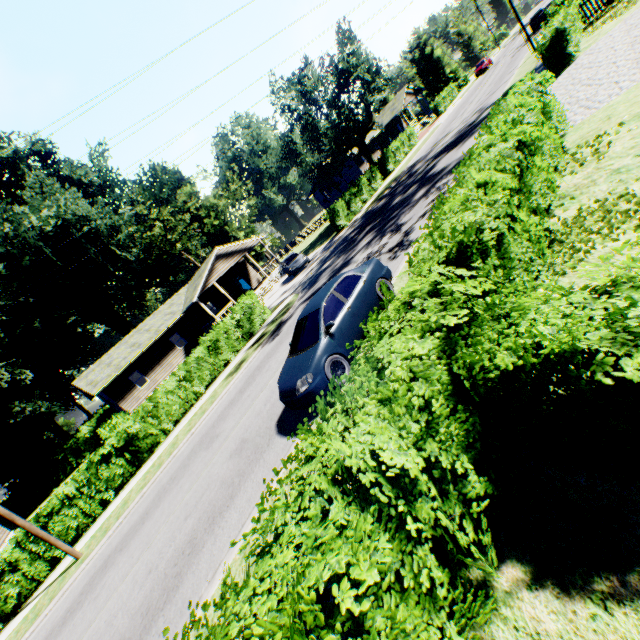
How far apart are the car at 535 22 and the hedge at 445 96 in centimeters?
1064cm

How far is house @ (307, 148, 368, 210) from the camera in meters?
47.9

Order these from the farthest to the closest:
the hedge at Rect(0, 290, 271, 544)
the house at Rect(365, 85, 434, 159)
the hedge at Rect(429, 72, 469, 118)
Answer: → the house at Rect(365, 85, 434, 159) → the hedge at Rect(429, 72, 469, 118) → the hedge at Rect(0, 290, 271, 544)

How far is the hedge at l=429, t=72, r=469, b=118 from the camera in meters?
46.5 m

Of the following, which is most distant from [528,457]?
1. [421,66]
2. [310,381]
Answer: [421,66]

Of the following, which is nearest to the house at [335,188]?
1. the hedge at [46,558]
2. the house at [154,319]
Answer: the house at [154,319]

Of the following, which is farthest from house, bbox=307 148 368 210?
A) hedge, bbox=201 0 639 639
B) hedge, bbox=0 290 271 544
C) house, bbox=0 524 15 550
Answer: house, bbox=0 524 15 550

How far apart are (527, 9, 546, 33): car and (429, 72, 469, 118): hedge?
10.64m
